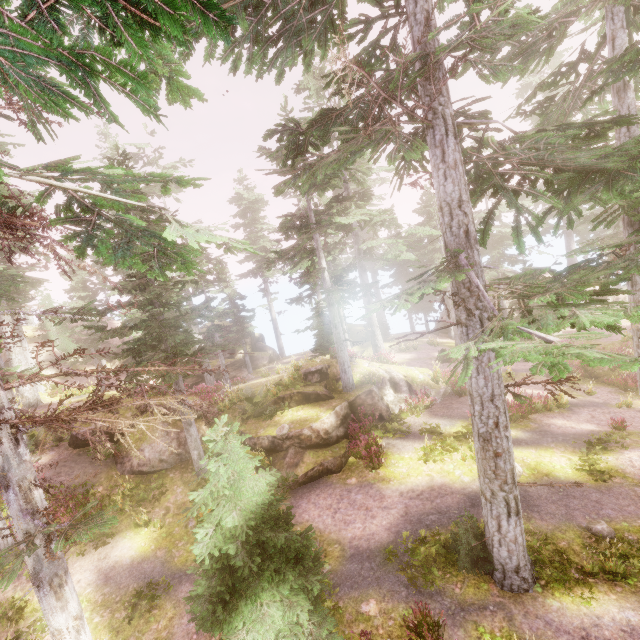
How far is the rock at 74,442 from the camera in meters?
14.5

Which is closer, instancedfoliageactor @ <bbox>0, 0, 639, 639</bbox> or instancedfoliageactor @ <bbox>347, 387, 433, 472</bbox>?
instancedfoliageactor @ <bbox>0, 0, 639, 639</bbox>

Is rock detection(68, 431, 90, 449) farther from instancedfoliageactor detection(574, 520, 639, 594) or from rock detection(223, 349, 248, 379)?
rock detection(223, 349, 248, 379)

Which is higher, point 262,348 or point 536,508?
point 262,348

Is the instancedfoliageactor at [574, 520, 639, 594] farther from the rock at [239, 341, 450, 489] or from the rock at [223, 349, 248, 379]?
the rock at [223, 349, 248, 379]

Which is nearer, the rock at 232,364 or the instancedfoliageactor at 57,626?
A: the instancedfoliageactor at 57,626

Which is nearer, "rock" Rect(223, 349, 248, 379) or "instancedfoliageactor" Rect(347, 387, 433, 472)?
"instancedfoliageactor" Rect(347, 387, 433, 472)

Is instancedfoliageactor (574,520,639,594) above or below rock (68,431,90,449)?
below
